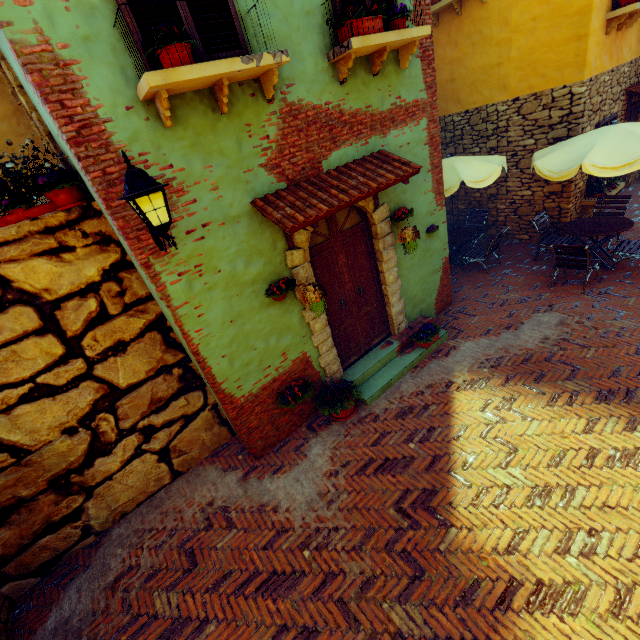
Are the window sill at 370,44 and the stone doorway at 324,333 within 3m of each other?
yes

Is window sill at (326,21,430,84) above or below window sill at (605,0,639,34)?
above

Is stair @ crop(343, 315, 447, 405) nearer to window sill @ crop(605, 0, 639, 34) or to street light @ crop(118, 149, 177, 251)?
street light @ crop(118, 149, 177, 251)

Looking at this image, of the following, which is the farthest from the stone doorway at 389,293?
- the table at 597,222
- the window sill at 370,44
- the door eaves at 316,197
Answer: the table at 597,222

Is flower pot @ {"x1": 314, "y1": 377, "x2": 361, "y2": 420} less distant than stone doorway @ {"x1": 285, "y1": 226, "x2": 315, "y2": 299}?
No

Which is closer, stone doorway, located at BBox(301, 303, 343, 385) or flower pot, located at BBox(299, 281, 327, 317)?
flower pot, located at BBox(299, 281, 327, 317)

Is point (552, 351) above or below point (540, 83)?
below

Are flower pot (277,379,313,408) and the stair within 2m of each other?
yes
